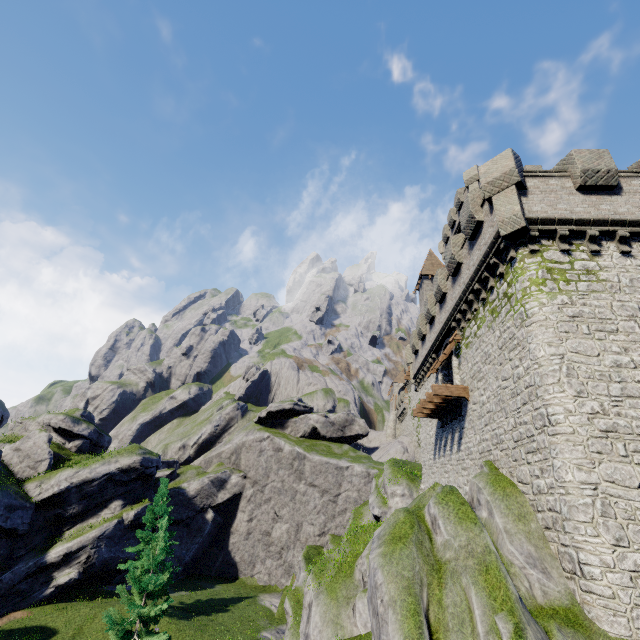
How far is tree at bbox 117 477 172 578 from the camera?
27.94m

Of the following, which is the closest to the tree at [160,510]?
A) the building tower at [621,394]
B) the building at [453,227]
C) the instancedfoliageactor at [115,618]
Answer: the instancedfoliageactor at [115,618]

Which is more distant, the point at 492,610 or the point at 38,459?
the point at 38,459

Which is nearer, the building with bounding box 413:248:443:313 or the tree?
the tree

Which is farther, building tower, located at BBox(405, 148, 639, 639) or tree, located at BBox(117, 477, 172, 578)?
tree, located at BBox(117, 477, 172, 578)

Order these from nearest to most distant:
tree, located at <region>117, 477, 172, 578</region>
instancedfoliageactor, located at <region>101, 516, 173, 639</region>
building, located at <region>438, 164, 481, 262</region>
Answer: instancedfoliageactor, located at <region>101, 516, 173, 639</region> < tree, located at <region>117, 477, 172, 578</region> < building, located at <region>438, 164, 481, 262</region>

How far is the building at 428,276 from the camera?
40.6 meters

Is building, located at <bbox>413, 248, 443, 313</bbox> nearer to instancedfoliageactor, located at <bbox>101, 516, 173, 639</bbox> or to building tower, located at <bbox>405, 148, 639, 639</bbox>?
building tower, located at <bbox>405, 148, 639, 639</bbox>
